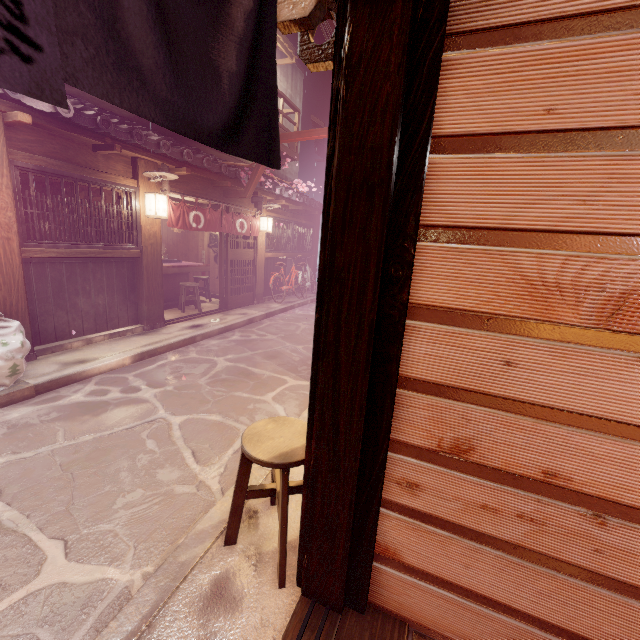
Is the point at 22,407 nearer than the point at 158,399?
Yes

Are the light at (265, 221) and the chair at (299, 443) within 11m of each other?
no

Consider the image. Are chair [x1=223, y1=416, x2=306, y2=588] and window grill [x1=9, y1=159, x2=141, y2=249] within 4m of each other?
no

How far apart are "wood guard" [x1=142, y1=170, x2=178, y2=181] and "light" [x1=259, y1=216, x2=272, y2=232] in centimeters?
639cm

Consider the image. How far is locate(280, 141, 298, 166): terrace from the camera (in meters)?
18.88

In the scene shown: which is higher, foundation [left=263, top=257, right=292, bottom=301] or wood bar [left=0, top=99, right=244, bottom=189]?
wood bar [left=0, top=99, right=244, bottom=189]

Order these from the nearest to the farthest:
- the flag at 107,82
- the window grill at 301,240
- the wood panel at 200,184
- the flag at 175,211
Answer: the flag at 107,82 < the flag at 175,211 < the wood panel at 200,184 < the window grill at 301,240

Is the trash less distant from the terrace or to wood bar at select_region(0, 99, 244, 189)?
wood bar at select_region(0, 99, 244, 189)
